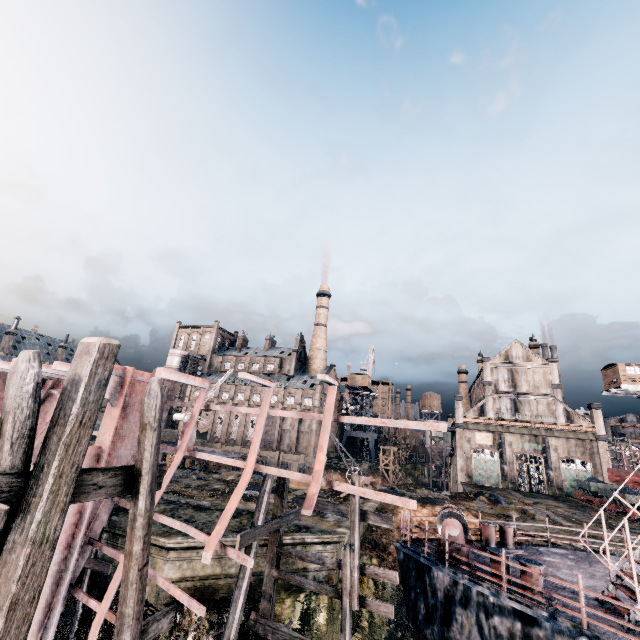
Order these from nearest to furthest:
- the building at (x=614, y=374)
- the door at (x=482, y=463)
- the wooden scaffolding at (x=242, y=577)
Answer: the wooden scaffolding at (x=242, y=577) → the building at (x=614, y=374) → the door at (x=482, y=463)

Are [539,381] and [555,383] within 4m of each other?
yes

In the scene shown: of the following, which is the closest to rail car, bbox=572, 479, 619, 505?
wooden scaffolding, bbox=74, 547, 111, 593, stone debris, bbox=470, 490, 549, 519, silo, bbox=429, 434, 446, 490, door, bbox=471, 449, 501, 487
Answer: door, bbox=471, 449, 501, 487

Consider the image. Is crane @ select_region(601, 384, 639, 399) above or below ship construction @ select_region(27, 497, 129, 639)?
above

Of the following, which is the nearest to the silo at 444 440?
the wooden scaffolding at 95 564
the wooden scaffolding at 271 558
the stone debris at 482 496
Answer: the stone debris at 482 496

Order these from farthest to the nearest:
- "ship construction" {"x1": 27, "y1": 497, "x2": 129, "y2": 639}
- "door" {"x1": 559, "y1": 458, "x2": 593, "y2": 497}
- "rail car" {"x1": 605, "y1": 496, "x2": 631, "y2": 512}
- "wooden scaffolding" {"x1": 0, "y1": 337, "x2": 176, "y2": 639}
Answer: "door" {"x1": 559, "y1": 458, "x2": 593, "y2": 497}, "rail car" {"x1": 605, "y1": 496, "x2": 631, "y2": 512}, "ship construction" {"x1": 27, "y1": 497, "x2": 129, "y2": 639}, "wooden scaffolding" {"x1": 0, "y1": 337, "x2": 176, "y2": 639}

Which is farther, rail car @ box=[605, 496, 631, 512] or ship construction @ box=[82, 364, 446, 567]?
rail car @ box=[605, 496, 631, 512]

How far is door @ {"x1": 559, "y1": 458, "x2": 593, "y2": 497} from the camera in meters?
46.3
